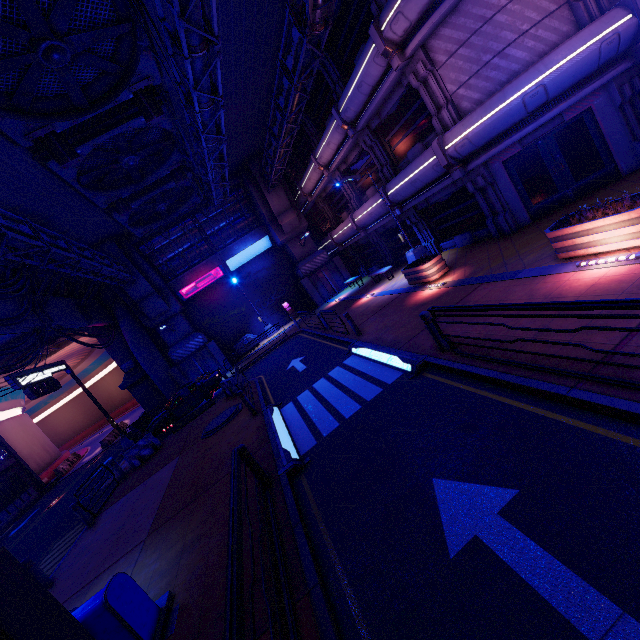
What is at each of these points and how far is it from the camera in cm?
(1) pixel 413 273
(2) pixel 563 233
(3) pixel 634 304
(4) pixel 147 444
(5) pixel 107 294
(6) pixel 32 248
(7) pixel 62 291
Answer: (1) plant holder, 1427
(2) plant holder, 760
(3) railing, 330
(4) fence, 1616
(5) wall arch, 2627
(6) pipe, 1173
(7) walkway, 2031

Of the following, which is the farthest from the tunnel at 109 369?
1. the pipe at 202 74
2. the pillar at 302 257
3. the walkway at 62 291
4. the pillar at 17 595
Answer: the pillar at 17 595

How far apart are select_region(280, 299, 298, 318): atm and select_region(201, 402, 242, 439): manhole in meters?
15.7 m

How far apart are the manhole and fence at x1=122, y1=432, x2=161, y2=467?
4.1m

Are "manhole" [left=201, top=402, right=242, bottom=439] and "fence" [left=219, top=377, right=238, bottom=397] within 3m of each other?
yes

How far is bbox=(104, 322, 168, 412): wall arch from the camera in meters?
26.4 m

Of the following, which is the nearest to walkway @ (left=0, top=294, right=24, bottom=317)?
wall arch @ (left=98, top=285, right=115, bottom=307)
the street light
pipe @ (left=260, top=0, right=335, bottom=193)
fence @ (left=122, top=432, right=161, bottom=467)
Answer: wall arch @ (left=98, top=285, right=115, bottom=307)

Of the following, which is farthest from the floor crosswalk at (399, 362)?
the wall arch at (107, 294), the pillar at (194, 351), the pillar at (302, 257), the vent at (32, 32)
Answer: the wall arch at (107, 294)
